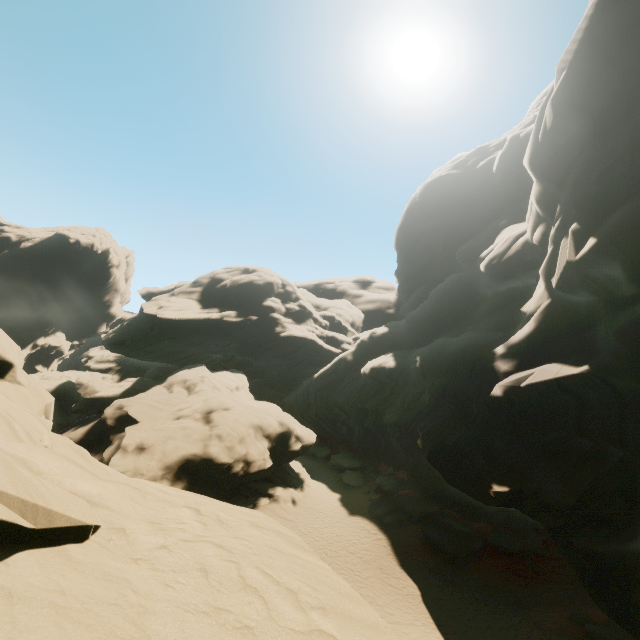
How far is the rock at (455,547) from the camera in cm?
2178

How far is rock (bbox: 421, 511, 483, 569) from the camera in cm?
2178

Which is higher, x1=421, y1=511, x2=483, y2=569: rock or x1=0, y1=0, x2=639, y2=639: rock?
x1=0, y1=0, x2=639, y2=639: rock

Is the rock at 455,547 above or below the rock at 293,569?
below

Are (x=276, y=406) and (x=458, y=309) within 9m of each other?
no

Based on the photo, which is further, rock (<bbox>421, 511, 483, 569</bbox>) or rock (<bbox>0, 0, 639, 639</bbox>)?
rock (<bbox>421, 511, 483, 569</bbox>)
